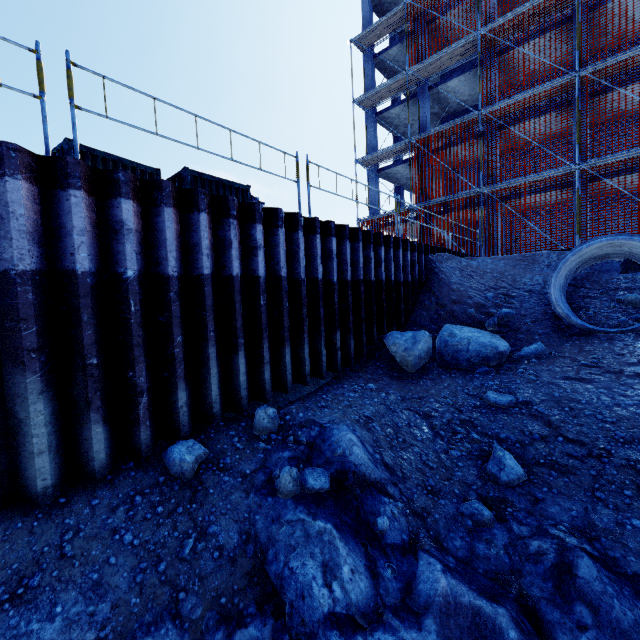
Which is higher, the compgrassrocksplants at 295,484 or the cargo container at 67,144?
the cargo container at 67,144

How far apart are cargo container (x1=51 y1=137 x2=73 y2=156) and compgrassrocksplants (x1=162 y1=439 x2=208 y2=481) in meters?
6.8

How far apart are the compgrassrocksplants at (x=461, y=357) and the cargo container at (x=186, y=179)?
7.4m

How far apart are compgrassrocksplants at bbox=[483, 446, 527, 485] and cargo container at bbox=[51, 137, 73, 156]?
10.05m

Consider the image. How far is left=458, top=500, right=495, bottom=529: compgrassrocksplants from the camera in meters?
3.8

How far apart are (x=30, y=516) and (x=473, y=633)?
4.3 meters

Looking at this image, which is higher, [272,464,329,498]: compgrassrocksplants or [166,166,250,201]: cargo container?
[166,166,250,201]: cargo container

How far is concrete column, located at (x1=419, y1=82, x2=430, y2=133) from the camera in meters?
20.6
